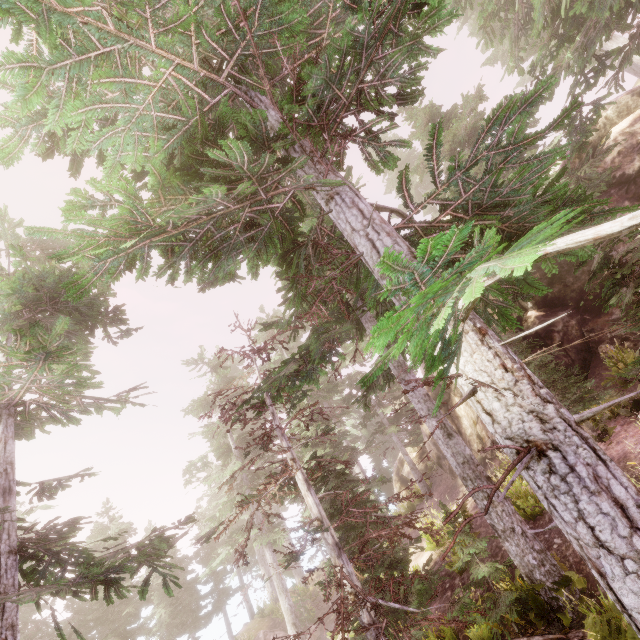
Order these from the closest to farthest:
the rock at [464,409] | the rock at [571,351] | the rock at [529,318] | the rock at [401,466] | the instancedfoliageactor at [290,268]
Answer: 1. the instancedfoliageactor at [290,268]
2. the rock at [571,351]
3. the rock at [529,318]
4. the rock at [464,409]
5. the rock at [401,466]

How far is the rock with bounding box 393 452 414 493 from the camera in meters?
26.7 m

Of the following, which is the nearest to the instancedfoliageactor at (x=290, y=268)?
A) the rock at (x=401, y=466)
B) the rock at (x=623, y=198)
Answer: the rock at (x=623, y=198)

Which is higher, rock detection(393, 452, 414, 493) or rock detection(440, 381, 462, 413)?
rock detection(440, 381, 462, 413)

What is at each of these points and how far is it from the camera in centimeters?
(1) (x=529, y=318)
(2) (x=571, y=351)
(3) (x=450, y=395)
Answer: (1) rock, 1575cm
(2) rock, 1398cm
(3) rock, 1856cm

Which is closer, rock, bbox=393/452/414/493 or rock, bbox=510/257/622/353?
rock, bbox=510/257/622/353

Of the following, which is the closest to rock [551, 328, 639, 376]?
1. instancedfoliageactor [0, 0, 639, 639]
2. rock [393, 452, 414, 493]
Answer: instancedfoliageactor [0, 0, 639, 639]
